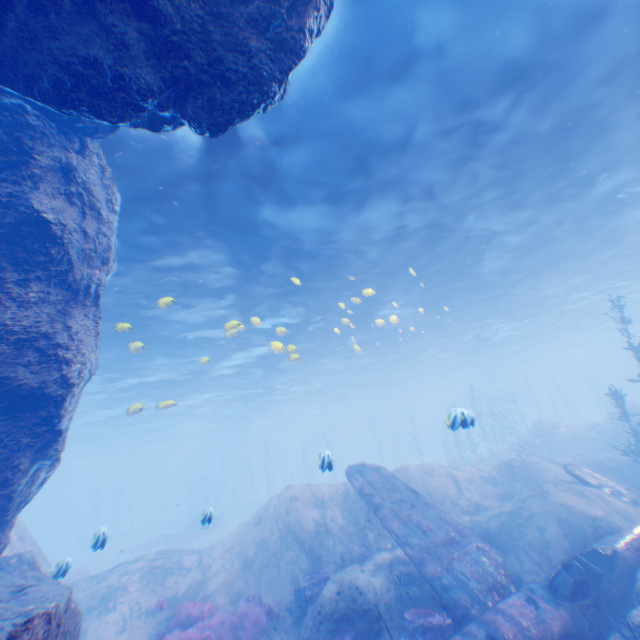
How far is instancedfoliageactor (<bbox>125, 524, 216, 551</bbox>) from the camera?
28.71m

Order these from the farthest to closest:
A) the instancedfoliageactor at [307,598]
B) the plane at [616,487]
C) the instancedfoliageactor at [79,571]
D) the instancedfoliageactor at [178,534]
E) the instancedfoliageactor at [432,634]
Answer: the instancedfoliageactor at [178,534] → the plane at [616,487] → the instancedfoliageactor at [307,598] → the instancedfoliageactor at [79,571] → the instancedfoliageactor at [432,634]

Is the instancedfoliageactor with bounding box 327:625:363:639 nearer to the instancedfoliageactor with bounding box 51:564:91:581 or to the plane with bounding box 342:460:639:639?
the plane with bounding box 342:460:639:639

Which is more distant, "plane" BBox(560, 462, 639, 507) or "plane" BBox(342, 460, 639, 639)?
"plane" BBox(560, 462, 639, 507)

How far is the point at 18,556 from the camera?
7.0 meters

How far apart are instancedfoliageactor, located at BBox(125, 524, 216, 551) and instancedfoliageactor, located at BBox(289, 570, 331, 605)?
25.2 meters

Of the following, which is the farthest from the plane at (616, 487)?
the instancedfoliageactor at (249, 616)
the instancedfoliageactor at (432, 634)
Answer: the instancedfoliageactor at (249, 616)

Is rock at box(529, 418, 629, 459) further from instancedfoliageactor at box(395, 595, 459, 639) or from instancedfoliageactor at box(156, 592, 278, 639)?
instancedfoliageactor at box(156, 592, 278, 639)
